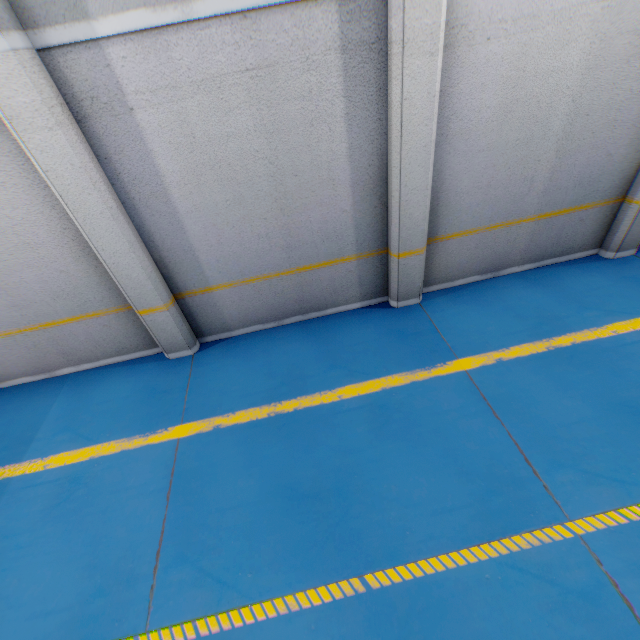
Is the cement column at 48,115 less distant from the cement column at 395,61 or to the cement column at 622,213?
the cement column at 395,61

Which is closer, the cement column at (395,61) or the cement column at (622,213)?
the cement column at (395,61)

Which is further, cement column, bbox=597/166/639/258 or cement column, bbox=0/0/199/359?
cement column, bbox=597/166/639/258

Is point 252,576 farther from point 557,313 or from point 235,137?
point 557,313

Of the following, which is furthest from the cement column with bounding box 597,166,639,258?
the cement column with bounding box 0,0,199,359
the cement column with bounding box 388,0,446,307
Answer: the cement column with bounding box 0,0,199,359

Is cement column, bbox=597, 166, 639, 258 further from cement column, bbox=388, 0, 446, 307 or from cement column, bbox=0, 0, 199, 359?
cement column, bbox=0, 0, 199, 359
